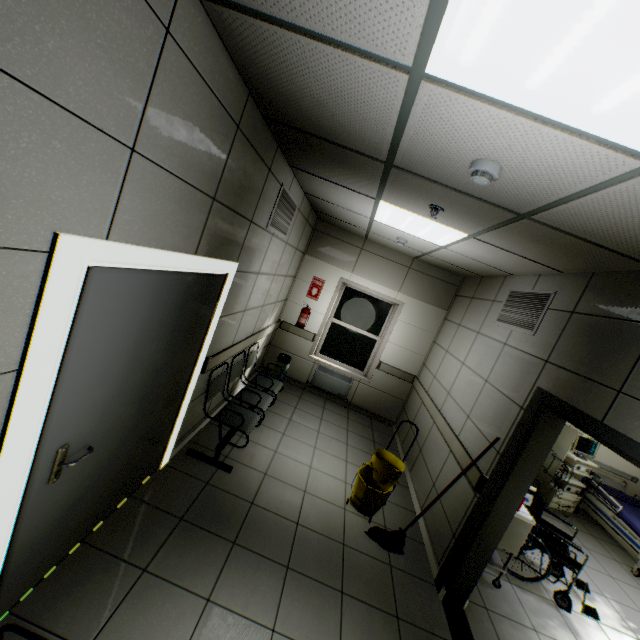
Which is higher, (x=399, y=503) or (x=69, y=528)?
(x=69, y=528)

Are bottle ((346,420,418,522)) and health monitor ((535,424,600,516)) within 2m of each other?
no

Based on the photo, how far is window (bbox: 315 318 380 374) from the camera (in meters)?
6.59

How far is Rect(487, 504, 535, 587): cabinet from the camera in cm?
330

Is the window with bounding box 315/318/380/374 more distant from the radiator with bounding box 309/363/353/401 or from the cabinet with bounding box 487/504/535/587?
the cabinet with bounding box 487/504/535/587

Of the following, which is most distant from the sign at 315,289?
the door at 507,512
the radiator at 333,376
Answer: the door at 507,512

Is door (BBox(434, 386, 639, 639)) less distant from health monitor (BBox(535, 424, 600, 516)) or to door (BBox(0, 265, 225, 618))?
door (BBox(0, 265, 225, 618))

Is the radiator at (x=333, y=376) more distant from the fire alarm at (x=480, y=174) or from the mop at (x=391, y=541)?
the fire alarm at (x=480, y=174)
